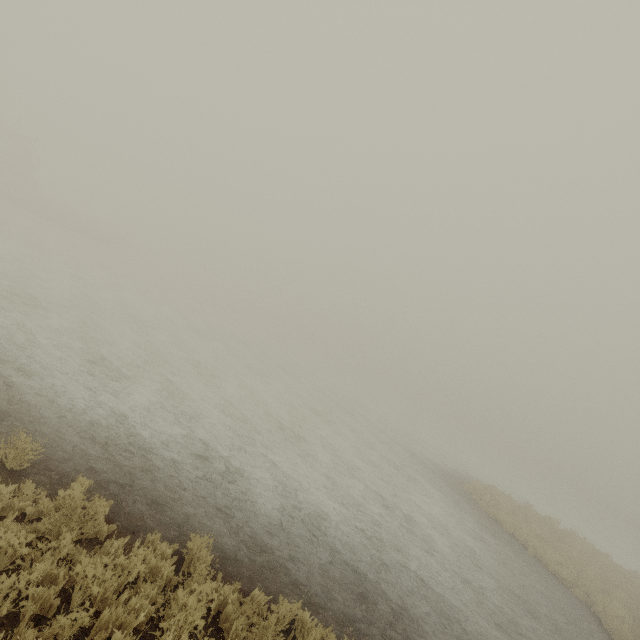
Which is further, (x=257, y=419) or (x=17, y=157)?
(x=17, y=157)
